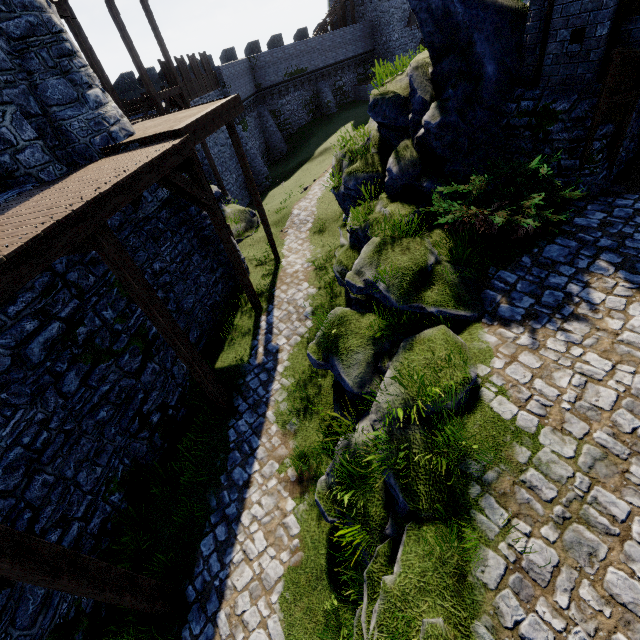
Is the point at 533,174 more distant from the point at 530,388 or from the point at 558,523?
the point at 558,523

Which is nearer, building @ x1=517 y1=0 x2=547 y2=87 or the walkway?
the walkway

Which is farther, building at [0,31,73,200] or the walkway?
building at [0,31,73,200]

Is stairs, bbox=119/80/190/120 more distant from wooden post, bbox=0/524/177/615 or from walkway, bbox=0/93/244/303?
wooden post, bbox=0/524/177/615

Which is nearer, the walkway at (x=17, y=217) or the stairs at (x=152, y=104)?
the walkway at (x=17, y=217)

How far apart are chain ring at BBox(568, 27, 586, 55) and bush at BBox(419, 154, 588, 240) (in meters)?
2.20

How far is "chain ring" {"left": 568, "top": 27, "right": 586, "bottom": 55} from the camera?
6.0 meters

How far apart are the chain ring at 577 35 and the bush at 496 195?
2.2 meters
